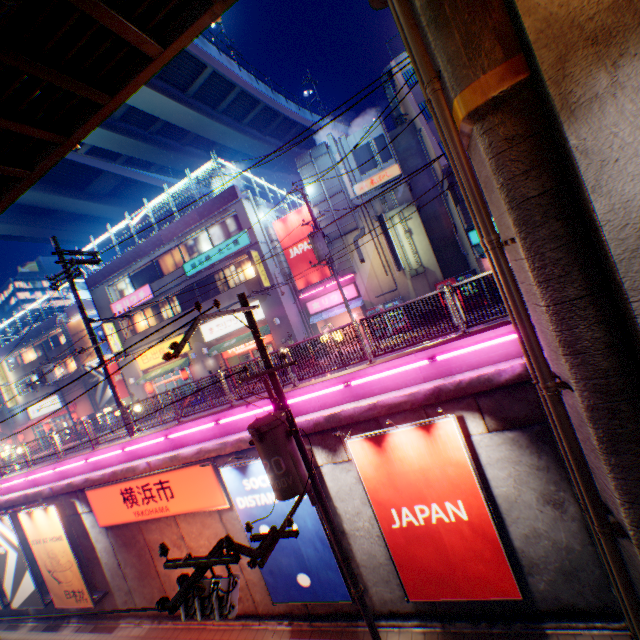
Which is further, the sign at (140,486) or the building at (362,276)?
the building at (362,276)

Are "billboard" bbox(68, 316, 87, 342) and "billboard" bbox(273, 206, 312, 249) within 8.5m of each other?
no

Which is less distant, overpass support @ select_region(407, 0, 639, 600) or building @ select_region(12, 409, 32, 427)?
overpass support @ select_region(407, 0, 639, 600)

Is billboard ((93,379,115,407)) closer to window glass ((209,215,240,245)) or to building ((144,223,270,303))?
building ((144,223,270,303))

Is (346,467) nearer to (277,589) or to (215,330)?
(277,589)

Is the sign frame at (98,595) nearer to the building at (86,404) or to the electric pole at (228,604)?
the electric pole at (228,604)

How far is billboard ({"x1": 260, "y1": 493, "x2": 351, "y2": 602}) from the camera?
8.7m

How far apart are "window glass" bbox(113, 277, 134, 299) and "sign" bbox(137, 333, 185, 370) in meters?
4.4
